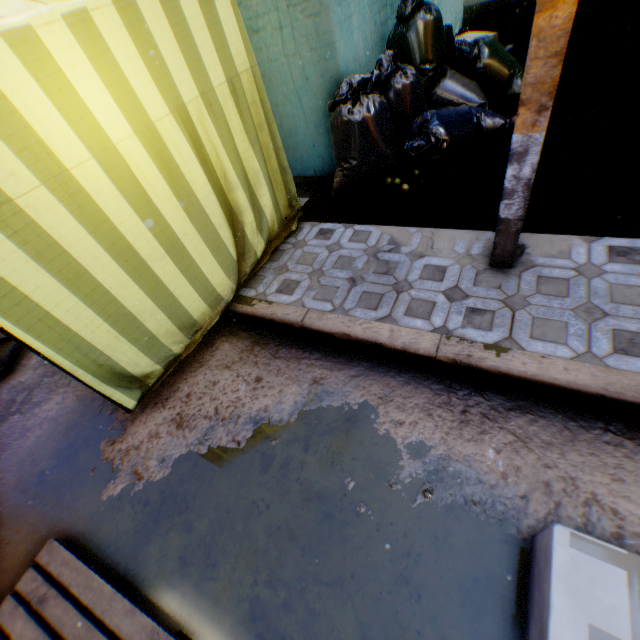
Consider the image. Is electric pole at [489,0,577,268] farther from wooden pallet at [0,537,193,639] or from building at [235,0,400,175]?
wooden pallet at [0,537,193,639]

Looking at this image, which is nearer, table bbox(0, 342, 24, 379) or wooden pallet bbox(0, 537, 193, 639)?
wooden pallet bbox(0, 537, 193, 639)

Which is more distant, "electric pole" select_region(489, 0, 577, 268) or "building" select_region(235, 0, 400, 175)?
"building" select_region(235, 0, 400, 175)

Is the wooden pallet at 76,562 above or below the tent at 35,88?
below

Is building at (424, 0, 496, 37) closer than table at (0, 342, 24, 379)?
No

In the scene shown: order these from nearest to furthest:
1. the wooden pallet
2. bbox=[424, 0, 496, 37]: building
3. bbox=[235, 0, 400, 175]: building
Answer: the wooden pallet → bbox=[235, 0, 400, 175]: building → bbox=[424, 0, 496, 37]: building

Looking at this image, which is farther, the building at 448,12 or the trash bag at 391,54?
the building at 448,12

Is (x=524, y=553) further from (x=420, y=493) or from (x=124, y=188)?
(x=124, y=188)
